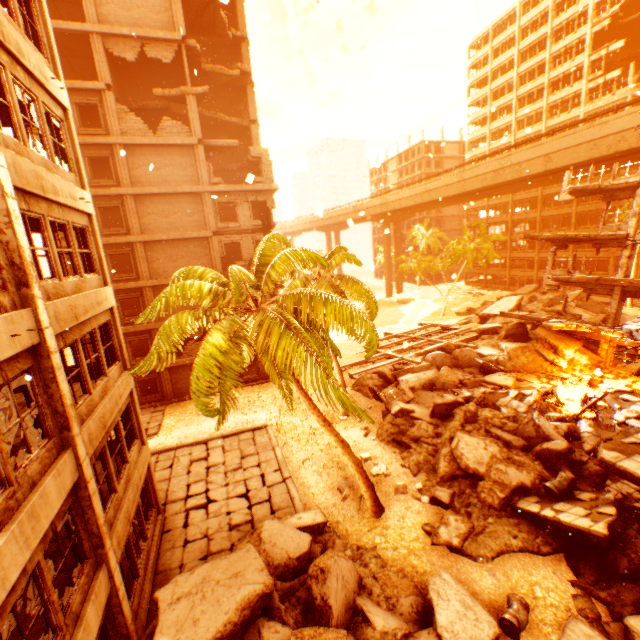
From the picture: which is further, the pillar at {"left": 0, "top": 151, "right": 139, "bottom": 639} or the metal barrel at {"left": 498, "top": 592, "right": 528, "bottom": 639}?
the metal barrel at {"left": 498, "top": 592, "right": 528, "bottom": 639}

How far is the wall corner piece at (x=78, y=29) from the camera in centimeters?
1900cm

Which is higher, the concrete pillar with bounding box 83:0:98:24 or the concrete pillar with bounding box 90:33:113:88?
the concrete pillar with bounding box 83:0:98:24

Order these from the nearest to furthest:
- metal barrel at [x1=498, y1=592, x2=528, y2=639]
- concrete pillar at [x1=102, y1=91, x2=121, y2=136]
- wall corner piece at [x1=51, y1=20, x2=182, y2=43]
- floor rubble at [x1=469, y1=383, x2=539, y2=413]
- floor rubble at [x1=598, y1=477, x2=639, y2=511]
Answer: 1. metal barrel at [x1=498, y1=592, x2=528, y2=639]
2. floor rubble at [x1=598, y1=477, x2=639, y2=511]
3. floor rubble at [x1=469, y1=383, x2=539, y2=413]
4. wall corner piece at [x1=51, y1=20, x2=182, y2=43]
5. concrete pillar at [x1=102, y1=91, x2=121, y2=136]

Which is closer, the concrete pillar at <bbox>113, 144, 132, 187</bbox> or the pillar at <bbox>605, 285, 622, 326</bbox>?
the pillar at <bbox>605, 285, 622, 326</bbox>

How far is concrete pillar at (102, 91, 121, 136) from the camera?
20.31m

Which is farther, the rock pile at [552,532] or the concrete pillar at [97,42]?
the concrete pillar at [97,42]

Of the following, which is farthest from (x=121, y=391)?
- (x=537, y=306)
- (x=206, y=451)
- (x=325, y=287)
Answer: (x=537, y=306)
